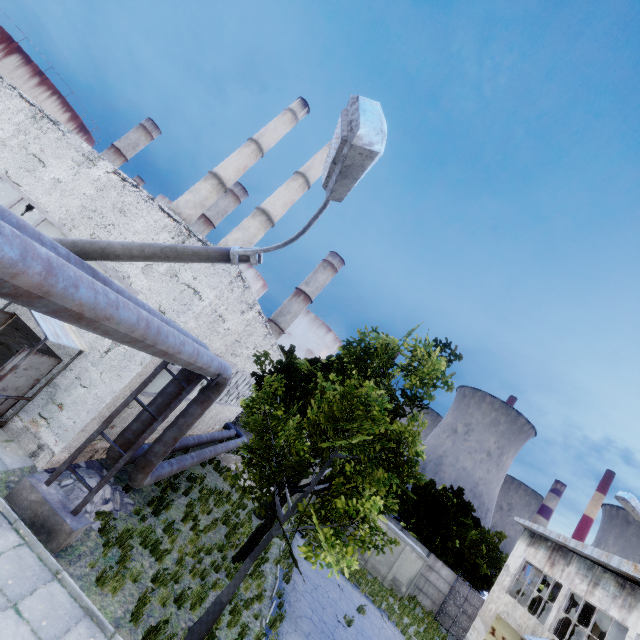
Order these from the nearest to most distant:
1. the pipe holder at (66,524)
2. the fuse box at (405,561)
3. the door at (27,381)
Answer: the pipe holder at (66,524) → the door at (27,381) → the fuse box at (405,561)

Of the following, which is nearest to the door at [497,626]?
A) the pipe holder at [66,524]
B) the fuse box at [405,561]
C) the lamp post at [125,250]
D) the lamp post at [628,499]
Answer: the fuse box at [405,561]

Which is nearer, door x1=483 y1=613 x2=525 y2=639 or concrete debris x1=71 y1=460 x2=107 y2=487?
concrete debris x1=71 y1=460 x2=107 y2=487

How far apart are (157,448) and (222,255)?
7.52m

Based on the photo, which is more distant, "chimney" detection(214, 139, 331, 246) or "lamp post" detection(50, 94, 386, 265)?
"chimney" detection(214, 139, 331, 246)

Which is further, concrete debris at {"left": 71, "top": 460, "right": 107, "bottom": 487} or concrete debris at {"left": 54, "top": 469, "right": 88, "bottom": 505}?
concrete debris at {"left": 71, "top": 460, "right": 107, "bottom": 487}

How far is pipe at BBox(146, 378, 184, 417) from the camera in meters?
9.8

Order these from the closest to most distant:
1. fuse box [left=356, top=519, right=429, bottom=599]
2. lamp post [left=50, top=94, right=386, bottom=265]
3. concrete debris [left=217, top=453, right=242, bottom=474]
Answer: lamp post [left=50, top=94, right=386, bottom=265] < concrete debris [left=217, top=453, right=242, bottom=474] < fuse box [left=356, top=519, right=429, bottom=599]
